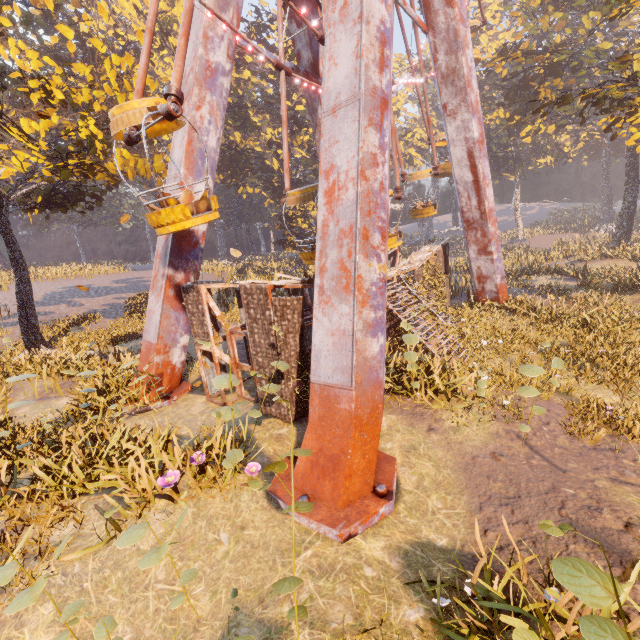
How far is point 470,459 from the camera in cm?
702

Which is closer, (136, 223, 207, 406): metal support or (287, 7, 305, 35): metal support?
(136, 223, 207, 406): metal support

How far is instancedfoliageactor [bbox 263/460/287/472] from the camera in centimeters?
343cm

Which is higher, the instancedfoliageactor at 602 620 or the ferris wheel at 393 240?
the ferris wheel at 393 240

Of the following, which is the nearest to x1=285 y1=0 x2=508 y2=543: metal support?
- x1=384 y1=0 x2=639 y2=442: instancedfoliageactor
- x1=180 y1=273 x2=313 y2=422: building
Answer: x1=180 y1=273 x2=313 y2=422: building

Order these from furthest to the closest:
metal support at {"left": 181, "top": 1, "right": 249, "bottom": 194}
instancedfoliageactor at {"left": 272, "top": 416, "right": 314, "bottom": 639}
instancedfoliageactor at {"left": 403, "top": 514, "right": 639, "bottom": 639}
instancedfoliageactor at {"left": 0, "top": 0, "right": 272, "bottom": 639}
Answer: A: metal support at {"left": 181, "top": 1, "right": 249, "bottom": 194} < instancedfoliageactor at {"left": 0, "top": 0, "right": 272, "bottom": 639} < instancedfoliageactor at {"left": 272, "top": 416, "right": 314, "bottom": 639} < instancedfoliageactor at {"left": 403, "top": 514, "right": 639, "bottom": 639}

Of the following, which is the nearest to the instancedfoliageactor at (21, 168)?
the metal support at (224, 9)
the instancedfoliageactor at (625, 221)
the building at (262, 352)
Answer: the metal support at (224, 9)

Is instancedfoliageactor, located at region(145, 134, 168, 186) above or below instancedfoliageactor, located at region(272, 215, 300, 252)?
above
